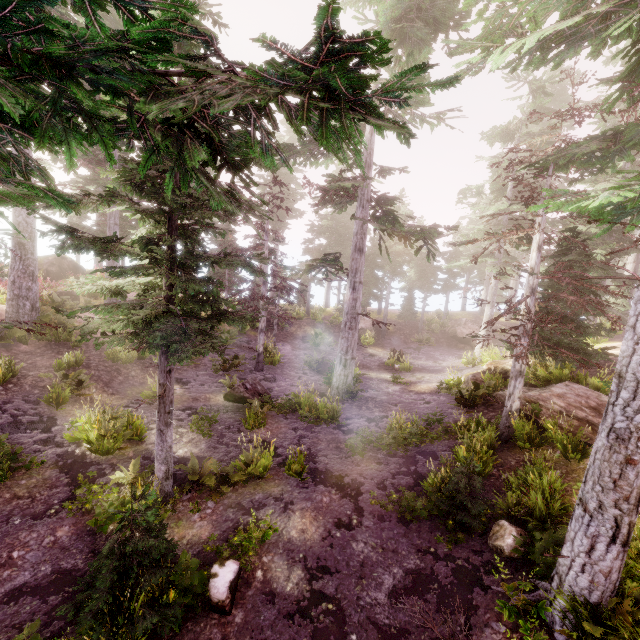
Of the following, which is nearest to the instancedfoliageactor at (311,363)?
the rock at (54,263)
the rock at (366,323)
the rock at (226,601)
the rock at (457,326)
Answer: the rock at (226,601)

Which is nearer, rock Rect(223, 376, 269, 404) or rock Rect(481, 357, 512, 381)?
rock Rect(223, 376, 269, 404)

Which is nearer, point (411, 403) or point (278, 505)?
point (278, 505)

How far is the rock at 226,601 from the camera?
5.7m

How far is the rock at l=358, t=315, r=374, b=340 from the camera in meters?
28.4

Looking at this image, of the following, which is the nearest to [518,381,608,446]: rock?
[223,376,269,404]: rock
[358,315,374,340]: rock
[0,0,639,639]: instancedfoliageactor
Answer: [0,0,639,639]: instancedfoliageactor

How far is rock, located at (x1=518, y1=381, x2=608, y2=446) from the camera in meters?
9.5 m

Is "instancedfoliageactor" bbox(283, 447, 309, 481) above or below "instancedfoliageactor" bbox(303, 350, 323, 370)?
below
